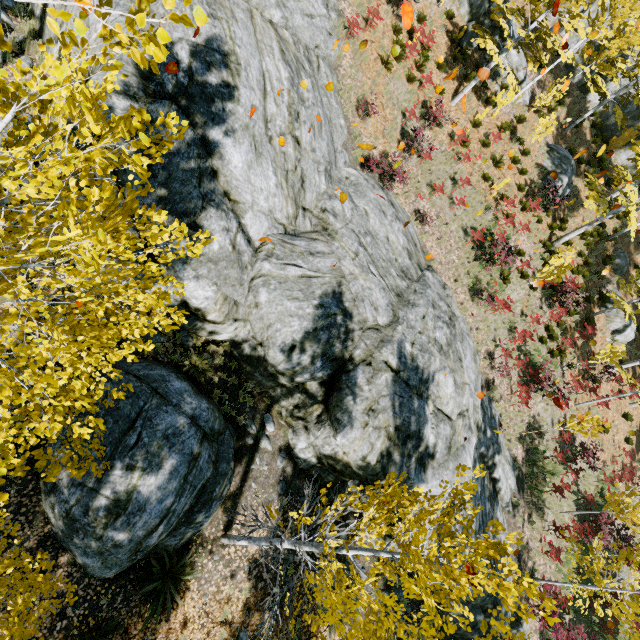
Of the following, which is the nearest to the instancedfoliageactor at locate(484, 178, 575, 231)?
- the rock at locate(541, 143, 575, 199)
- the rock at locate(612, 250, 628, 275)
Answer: the rock at locate(612, 250, 628, 275)

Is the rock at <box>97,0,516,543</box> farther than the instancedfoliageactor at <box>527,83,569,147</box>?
No

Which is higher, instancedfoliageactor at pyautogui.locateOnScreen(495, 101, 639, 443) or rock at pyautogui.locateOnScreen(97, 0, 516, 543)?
instancedfoliageactor at pyautogui.locateOnScreen(495, 101, 639, 443)

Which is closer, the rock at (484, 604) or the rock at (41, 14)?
the rock at (41, 14)

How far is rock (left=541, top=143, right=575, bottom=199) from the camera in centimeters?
2006cm

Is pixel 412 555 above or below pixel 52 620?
above

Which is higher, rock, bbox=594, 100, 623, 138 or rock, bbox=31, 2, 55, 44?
rock, bbox=594, 100, 623, 138

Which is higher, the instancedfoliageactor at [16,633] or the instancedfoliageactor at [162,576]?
the instancedfoliageactor at [16,633]
